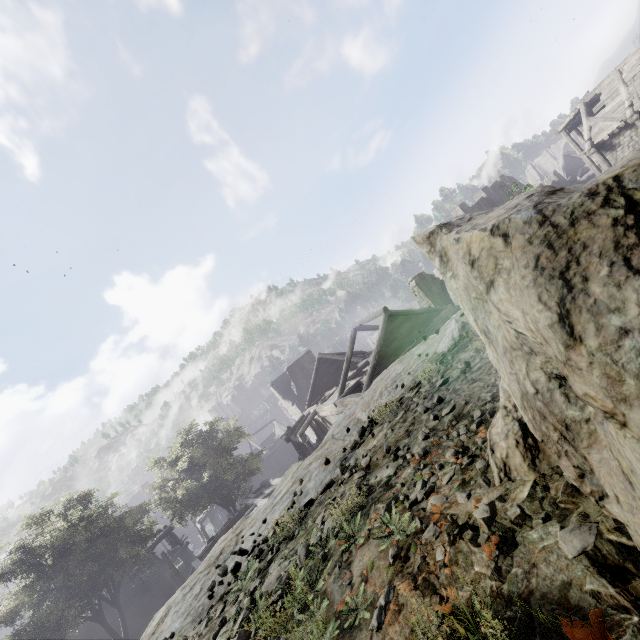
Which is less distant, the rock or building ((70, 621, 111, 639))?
→ the rock

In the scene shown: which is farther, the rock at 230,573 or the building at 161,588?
the building at 161,588

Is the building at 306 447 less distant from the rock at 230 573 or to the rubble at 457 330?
the rock at 230 573

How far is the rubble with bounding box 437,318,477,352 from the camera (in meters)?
4.50

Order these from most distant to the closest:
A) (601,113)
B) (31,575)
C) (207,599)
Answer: (601,113) → (31,575) → (207,599)

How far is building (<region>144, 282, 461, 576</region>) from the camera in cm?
1895

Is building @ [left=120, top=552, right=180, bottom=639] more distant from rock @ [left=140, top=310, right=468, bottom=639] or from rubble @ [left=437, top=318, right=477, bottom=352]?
rubble @ [left=437, top=318, right=477, bottom=352]
